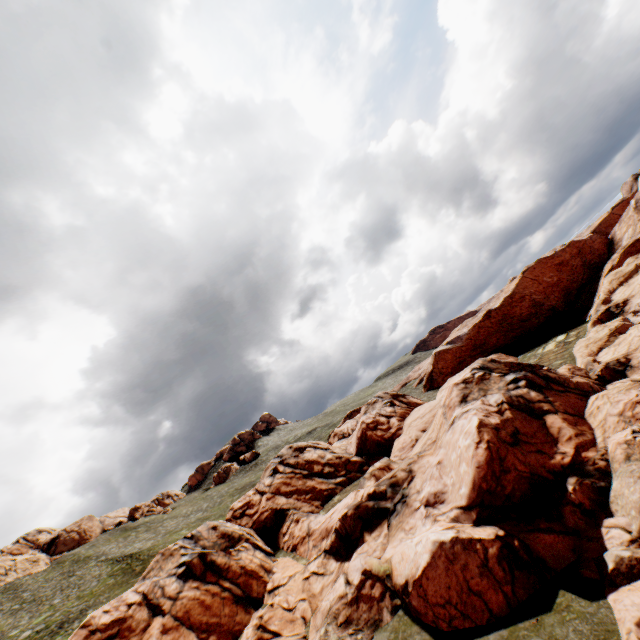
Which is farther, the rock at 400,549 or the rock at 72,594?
the rock at 72,594

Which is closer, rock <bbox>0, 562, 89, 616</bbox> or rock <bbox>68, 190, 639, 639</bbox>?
rock <bbox>68, 190, 639, 639</bbox>

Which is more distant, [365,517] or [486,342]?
[486,342]

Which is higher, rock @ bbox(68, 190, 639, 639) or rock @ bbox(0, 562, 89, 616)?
rock @ bbox(0, 562, 89, 616)

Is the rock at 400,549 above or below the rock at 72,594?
below
